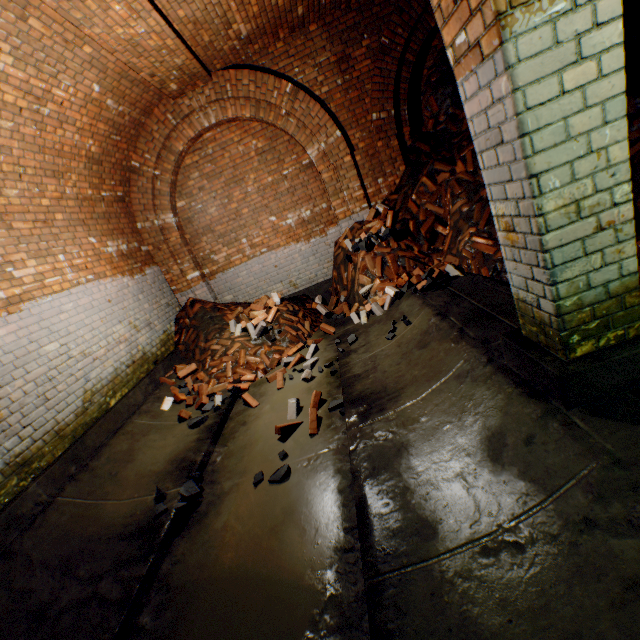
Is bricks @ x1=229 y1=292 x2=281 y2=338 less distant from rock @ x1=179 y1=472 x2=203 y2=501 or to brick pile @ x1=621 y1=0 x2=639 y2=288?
brick pile @ x1=621 y1=0 x2=639 y2=288

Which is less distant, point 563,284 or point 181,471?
point 563,284

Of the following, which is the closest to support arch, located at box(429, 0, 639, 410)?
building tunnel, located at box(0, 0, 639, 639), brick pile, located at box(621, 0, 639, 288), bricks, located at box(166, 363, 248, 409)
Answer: building tunnel, located at box(0, 0, 639, 639)

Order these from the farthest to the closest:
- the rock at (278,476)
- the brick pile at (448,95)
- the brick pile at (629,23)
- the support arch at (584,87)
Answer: the brick pile at (448,95), the brick pile at (629,23), the rock at (278,476), the support arch at (584,87)

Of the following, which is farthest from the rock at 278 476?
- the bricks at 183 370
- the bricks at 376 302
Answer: the bricks at 376 302

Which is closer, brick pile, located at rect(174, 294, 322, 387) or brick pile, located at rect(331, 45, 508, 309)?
brick pile, located at rect(331, 45, 508, 309)

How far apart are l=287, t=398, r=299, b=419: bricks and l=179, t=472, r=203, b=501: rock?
1.04m

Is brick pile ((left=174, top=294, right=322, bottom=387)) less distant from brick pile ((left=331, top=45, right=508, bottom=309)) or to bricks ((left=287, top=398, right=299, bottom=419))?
brick pile ((left=331, top=45, right=508, bottom=309))
